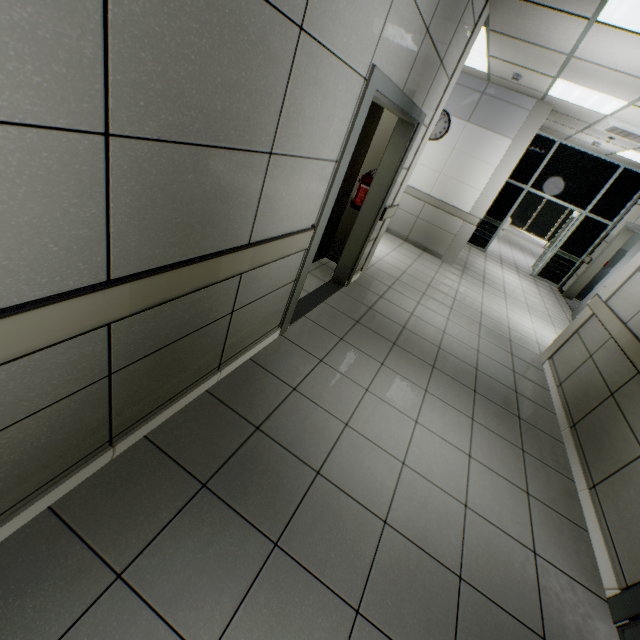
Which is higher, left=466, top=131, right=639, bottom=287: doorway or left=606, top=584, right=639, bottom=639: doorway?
left=466, top=131, right=639, bottom=287: doorway

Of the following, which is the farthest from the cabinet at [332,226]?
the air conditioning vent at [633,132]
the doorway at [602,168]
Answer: the doorway at [602,168]

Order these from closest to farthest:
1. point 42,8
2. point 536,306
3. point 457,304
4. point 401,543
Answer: point 42,8
point 401,543
point 457,304
point 536,306

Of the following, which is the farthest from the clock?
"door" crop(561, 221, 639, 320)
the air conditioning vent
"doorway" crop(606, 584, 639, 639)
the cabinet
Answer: "doorway" crop(606, 584, 639, 639)

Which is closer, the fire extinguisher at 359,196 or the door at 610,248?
the fire extinguisher at 359,196

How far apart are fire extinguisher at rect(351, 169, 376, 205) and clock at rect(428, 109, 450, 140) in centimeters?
377cm

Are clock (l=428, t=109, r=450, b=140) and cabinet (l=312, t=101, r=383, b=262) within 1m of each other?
no

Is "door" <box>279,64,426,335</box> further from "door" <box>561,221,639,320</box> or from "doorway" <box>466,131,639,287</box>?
"doorway" <box>466,131,639,287</box>
